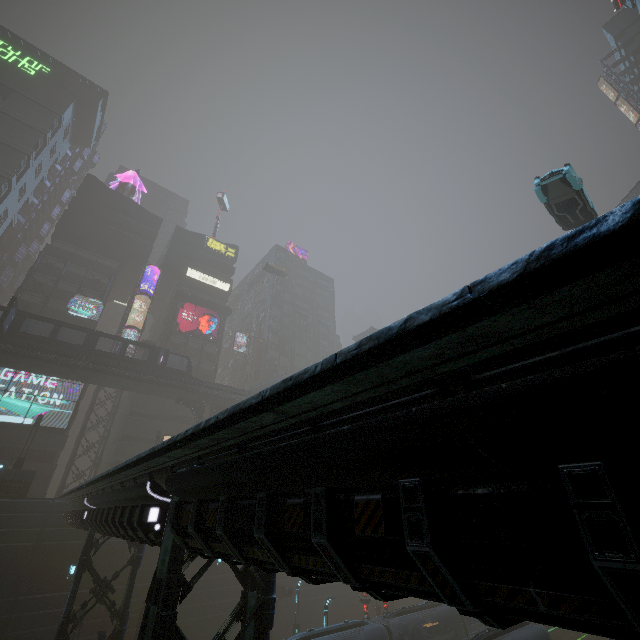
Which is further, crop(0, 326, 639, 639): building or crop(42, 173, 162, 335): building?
crop(42, 173, 162, 335): building

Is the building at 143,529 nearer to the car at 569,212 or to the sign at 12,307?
the sign at 12,307

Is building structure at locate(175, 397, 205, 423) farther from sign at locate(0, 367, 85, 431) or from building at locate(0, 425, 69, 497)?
sign at locate(0, 367, 85, 431)

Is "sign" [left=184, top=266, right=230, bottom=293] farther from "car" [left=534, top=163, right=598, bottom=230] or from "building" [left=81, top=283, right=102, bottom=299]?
"car" [left=534, top=163, right=598, bottom=230]

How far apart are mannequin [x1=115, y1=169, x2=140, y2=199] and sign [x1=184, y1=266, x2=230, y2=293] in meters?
15.6 m

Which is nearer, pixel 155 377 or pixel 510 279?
pixel 510 279

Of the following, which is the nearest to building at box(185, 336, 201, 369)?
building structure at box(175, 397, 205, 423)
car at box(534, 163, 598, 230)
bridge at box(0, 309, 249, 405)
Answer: car at box(534, 163, 598, 230)

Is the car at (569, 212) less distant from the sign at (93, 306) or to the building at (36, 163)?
the building at (36, 163)
